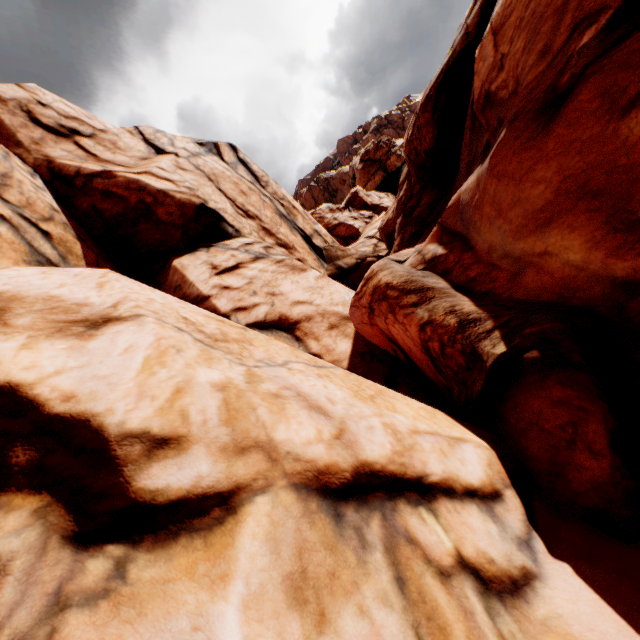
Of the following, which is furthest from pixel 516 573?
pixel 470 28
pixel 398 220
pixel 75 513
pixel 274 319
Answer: pixel 398 220
